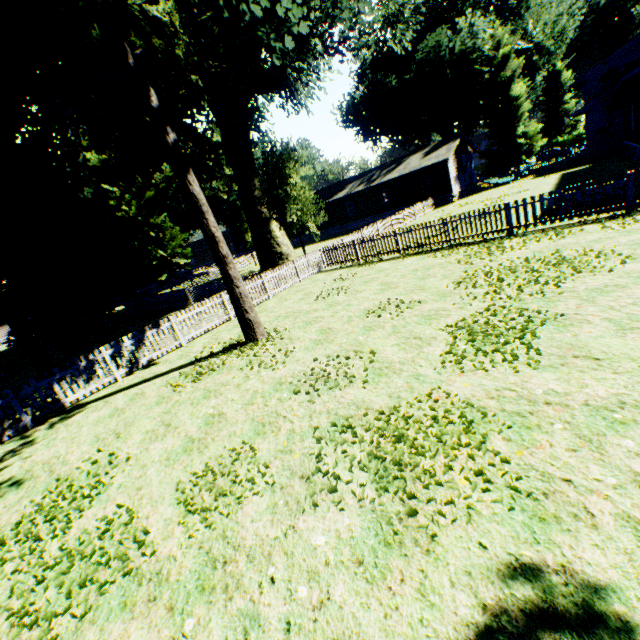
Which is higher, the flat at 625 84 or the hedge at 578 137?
the flat at 625 84

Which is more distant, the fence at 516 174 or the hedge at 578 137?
the hedge at 578 137

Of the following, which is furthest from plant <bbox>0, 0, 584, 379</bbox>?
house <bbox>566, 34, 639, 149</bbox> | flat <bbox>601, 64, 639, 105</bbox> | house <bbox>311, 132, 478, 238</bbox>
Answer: flat <bbox>601, 64, 639, 105</bbox>

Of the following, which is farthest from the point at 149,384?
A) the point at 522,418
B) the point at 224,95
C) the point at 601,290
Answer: the point at 224,95

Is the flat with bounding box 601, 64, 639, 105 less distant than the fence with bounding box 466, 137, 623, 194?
Yes

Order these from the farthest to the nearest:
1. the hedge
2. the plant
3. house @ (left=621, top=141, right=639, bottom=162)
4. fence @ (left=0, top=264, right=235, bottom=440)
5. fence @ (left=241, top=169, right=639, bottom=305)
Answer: the hedge < house @ (left=621, top=141, right=639, bottom=162) < fence @ (left=241, top=169, right=639, bottom=305) < the plant < fence @ (left=0, top=264, right=235, bottom=440)

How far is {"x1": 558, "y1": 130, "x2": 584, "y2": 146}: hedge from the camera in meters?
58.1

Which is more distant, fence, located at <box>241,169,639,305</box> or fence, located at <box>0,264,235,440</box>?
fence, located at <box>241,169,639,305</box>
